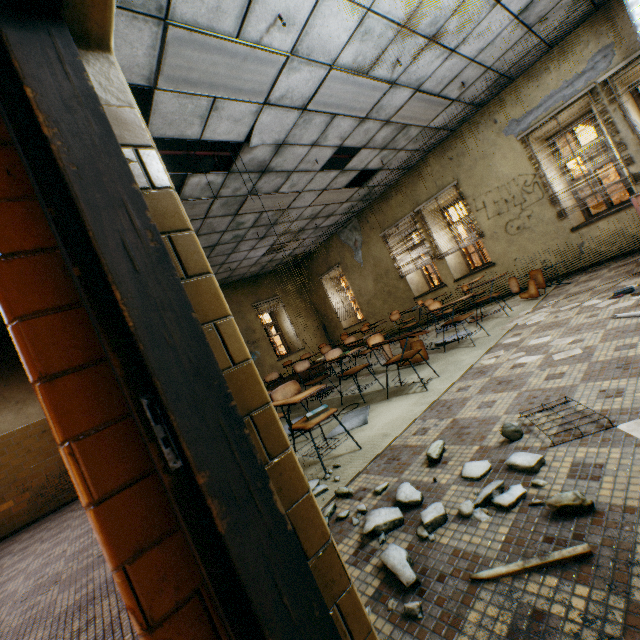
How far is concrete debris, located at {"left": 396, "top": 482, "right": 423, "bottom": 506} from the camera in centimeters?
177cm

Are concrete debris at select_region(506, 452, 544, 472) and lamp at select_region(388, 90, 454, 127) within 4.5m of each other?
no

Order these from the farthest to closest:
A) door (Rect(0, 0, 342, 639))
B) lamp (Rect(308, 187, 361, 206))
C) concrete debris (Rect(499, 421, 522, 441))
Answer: lamp (Rect(308, 187, 361, 206)) → concrete debris (Rect(499, 421, 522, 441)) → door (Rect(0, 0, 342, 639))

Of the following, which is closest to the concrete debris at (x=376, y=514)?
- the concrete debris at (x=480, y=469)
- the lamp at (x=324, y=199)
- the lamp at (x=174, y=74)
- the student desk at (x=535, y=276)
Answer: the concrete debris at (x=480, y=469)

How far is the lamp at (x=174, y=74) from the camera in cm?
290

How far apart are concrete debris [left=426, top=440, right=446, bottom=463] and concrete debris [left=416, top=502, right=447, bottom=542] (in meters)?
0.19

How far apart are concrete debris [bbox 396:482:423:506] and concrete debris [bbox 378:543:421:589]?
0.1m

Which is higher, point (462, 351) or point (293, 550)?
point (293, 550)
